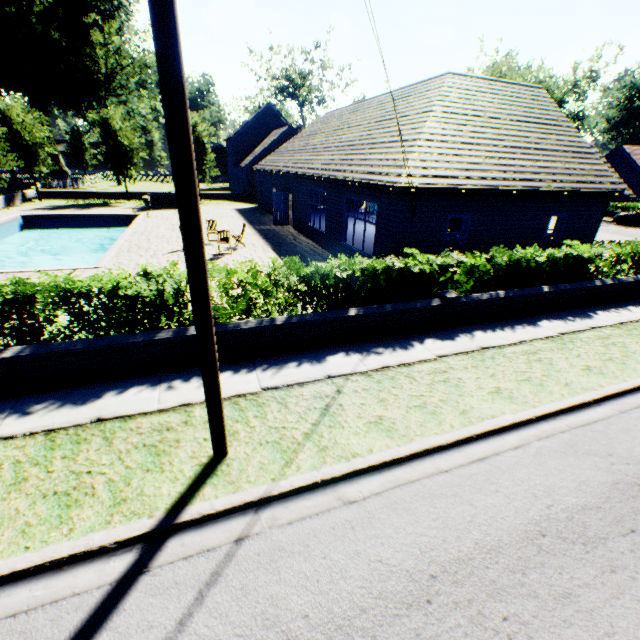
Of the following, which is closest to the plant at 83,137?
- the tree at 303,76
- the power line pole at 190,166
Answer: the tree at 303,76

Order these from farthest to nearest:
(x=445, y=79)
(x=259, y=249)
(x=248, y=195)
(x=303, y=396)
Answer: (x=248, y=195)
(x=259, y=249)
(x=445, y=79)
(x=303, y=396)

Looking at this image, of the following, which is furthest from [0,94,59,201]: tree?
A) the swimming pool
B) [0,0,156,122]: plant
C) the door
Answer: the door

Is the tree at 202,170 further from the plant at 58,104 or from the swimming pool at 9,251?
the plant at 58,104

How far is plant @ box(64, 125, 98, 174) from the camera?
51.1m

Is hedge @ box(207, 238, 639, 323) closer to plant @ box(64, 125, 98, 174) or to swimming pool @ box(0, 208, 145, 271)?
swimming pool @ box(0, 208, 145, 271)

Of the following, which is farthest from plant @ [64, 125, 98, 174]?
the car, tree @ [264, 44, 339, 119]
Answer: the car

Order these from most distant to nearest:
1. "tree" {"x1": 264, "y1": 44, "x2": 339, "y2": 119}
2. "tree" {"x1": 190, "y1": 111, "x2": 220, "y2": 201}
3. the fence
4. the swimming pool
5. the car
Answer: "tree" {"x1": 264, "y1": 44, "x2": 339, "y2": 119} < the fence < "tree" {"x1": 190, "y1": 111, "x2": 220, "y2": 201} < the car < the swimming pool
